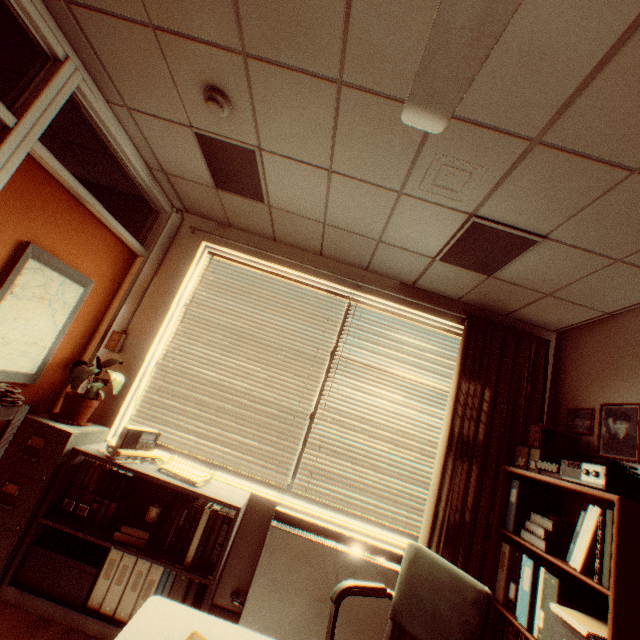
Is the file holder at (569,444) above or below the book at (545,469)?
above

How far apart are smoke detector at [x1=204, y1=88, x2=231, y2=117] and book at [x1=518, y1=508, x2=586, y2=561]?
3.5m

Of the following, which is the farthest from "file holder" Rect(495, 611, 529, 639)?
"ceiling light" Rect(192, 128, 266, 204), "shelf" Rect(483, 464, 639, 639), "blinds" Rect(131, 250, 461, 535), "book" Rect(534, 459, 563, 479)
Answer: "ceiling light" Rect(192, 128, 266, 204)

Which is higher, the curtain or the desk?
the curtain

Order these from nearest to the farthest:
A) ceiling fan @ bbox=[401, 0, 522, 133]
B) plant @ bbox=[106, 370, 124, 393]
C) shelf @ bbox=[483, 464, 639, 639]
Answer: ceiling fan @ bbox=[401, 0, 522, 133] → shelf @ bbox=[483, 464, 639, 639] → plant @ bbox=[106, 370, 124, 393]

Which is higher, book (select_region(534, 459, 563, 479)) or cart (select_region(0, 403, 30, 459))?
book (select_region(534, 459, 563, 479))

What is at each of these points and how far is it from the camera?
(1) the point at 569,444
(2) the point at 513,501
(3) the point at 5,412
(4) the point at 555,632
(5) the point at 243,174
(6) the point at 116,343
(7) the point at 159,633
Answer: (1) file holder, 2.67m
(2) folder, 2.67m
(3) cart, 1.78m
(4) paper box, 1.91m
(5) ceiling light, 2.70m
(6) light switch, 3.20m
(7) desk, 1.14m

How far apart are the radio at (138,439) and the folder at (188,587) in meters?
0.7
